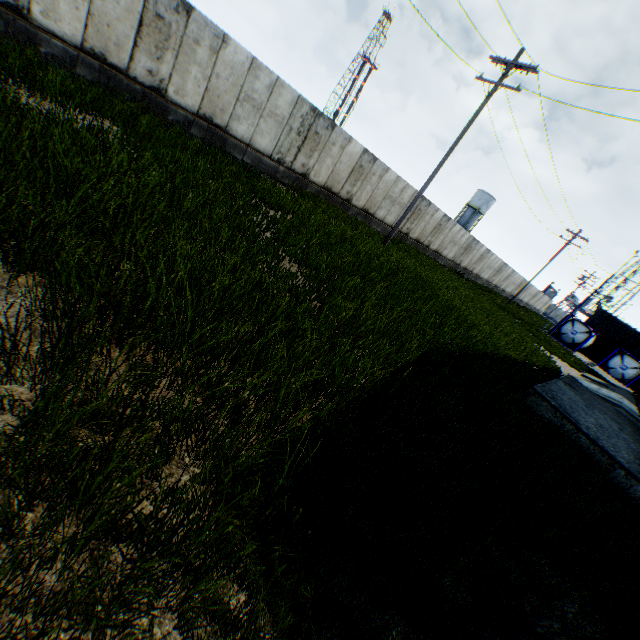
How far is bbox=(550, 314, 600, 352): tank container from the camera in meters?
34.0 m

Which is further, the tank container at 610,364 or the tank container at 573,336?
the tank container at 573,336

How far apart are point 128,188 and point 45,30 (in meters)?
8.74

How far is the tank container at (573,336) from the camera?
34.0 meters

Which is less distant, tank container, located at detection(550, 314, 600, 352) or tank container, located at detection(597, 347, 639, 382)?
tank container, located at detection(597, 347, 639, 382)
